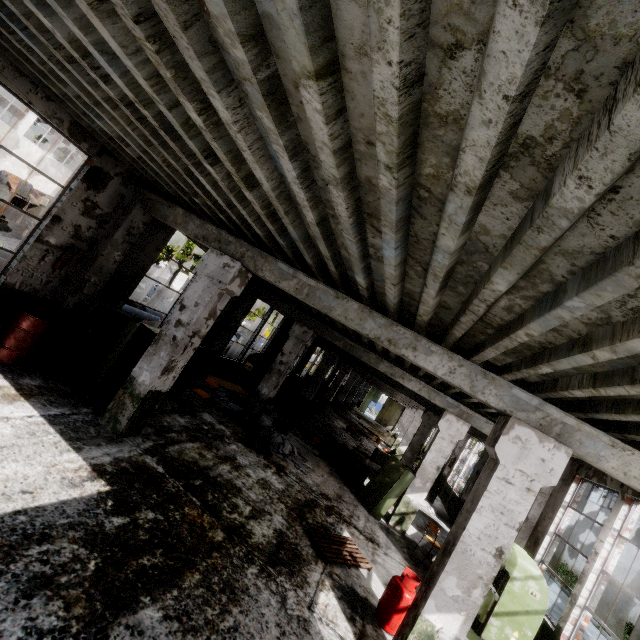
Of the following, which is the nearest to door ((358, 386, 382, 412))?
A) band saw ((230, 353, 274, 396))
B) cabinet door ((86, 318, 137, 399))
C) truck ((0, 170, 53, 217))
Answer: band saw ((230, 353, 274, 396))

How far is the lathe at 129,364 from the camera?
7.92m

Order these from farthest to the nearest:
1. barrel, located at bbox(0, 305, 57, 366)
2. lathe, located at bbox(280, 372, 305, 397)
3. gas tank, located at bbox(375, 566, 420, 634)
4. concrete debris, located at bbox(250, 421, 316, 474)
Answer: lathe, located at bbox(280, 372, 305, 397) → concrete debris, located at bbox(250, 421, 316, 474) → barrel, located at bbox(0, 305, 57, 366) → gas tank, located at bbox(375, 566, 420, 634)

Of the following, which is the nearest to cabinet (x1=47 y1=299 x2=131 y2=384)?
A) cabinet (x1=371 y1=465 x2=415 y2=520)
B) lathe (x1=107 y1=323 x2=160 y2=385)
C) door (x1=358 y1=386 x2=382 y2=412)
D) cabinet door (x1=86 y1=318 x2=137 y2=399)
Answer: cabinet door (x1=86 y1=318 x2=137 y2=399)

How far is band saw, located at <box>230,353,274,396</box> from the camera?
14.9m

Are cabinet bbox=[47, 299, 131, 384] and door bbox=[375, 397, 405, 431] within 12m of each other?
no

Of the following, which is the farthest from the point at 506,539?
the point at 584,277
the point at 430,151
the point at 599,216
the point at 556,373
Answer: the point at 430,151

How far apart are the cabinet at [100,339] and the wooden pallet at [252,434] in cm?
427
